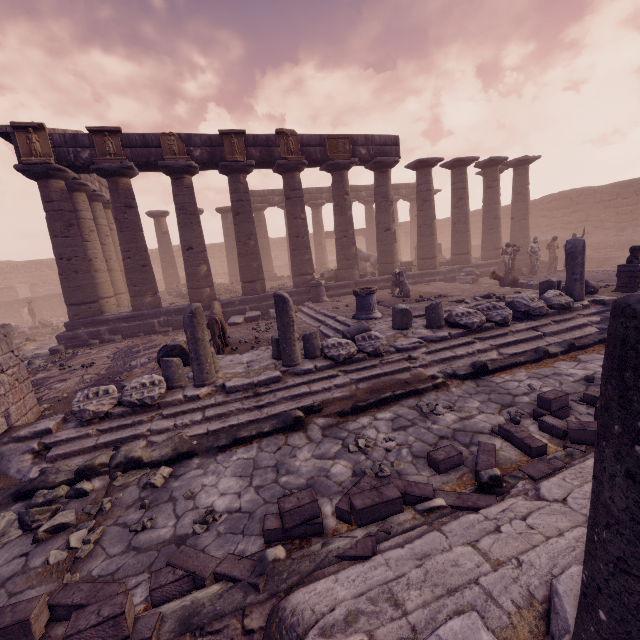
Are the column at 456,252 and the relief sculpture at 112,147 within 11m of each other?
no

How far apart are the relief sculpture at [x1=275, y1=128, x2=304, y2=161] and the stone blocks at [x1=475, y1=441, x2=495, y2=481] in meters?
12.8

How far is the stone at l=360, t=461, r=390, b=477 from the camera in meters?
3.7

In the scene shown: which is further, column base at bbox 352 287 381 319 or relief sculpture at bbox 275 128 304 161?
relief sculpture at bbox 275 128 304 161

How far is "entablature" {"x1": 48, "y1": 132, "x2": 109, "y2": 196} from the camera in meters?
11.0 m

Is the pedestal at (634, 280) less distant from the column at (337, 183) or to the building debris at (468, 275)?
the building debris at (468, 275)

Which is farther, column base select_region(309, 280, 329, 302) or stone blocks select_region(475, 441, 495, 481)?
column base select_region(309, 280, 329, 302)

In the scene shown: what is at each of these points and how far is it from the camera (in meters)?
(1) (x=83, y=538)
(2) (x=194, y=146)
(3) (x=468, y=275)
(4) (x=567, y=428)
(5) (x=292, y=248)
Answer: (1) rocks, 3.30
(2) entablature, 12.34
(3) building debris, 16.16
(4) stone blocks, 3.66
(5) column, 14.52
